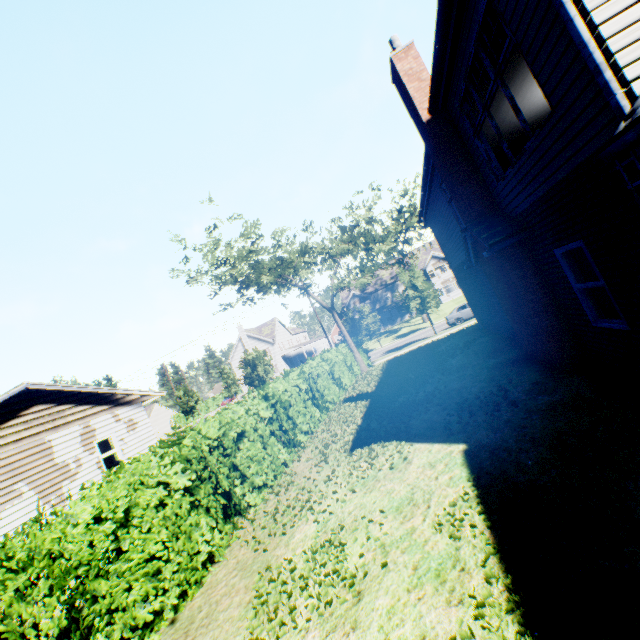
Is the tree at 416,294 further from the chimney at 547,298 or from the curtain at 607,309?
the curtain at 607,309

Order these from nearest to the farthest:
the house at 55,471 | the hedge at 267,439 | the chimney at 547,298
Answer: the hedge at 267,439 < the chimney at 547,298 < the house at 55,471

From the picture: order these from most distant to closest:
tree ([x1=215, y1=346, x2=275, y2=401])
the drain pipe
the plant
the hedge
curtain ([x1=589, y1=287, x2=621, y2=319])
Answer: tree ([x1=215, y1=346, x2=275, y2=401]), curtain ([x1=589, y1=287, x2=621, y2=319]), the hedge, the drain pipe, the plant

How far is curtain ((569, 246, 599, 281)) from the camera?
5.6 meters

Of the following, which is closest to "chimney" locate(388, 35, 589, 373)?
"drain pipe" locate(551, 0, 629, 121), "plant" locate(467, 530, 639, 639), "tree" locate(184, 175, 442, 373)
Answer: "drain pipe" locate(551, 0, 629, 121)

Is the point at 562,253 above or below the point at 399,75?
below

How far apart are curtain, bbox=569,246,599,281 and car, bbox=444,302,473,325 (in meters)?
24.80
